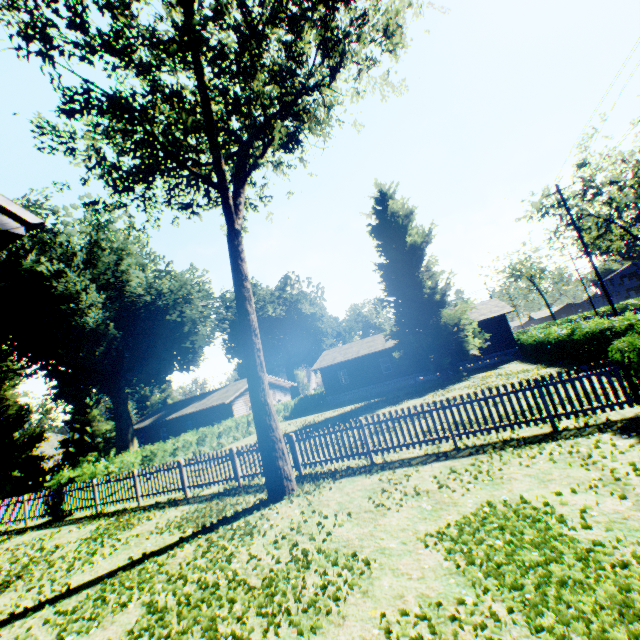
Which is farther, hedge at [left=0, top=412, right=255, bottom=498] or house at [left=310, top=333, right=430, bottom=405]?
house at [left=310, top=333, right=430, bottom=405]

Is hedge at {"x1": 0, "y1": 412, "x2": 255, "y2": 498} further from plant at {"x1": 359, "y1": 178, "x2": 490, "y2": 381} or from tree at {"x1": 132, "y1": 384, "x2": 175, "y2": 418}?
plant at {"x1": 359, "y1": 178, "x2": 490, "y2": 381}

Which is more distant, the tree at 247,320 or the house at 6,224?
the tree at 247,320

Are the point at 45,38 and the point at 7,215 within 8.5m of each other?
yes

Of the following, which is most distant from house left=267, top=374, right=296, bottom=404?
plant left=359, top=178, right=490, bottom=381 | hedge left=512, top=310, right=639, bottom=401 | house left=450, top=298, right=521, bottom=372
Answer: hedge left=512, top=310, right=639, bottom=401

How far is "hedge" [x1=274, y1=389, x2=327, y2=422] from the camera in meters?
34.2 m

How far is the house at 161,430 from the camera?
34.5m

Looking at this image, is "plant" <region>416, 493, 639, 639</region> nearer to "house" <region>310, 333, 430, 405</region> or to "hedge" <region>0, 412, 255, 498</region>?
"house" <region>310, 333, 430, 405</region>
